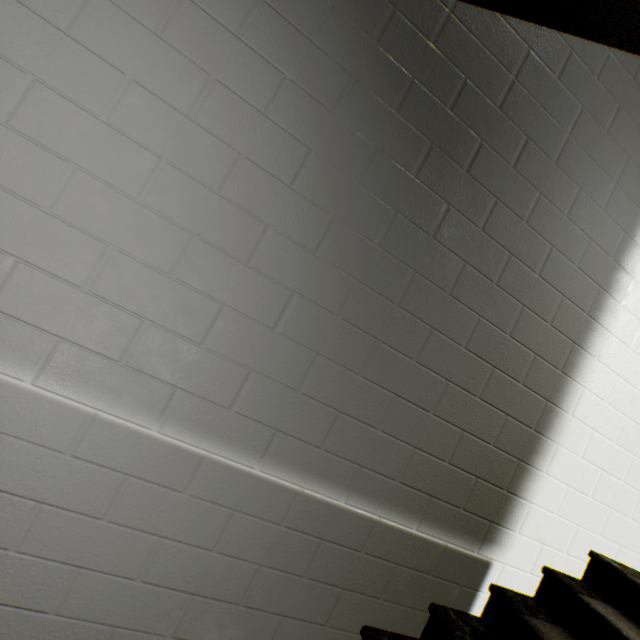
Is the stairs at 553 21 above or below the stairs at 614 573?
above

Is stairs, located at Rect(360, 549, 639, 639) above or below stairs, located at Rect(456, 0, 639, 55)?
below

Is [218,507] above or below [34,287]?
below
